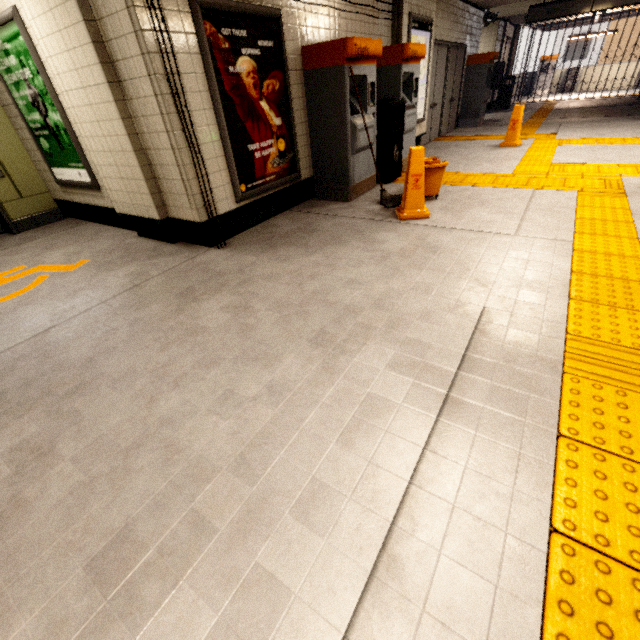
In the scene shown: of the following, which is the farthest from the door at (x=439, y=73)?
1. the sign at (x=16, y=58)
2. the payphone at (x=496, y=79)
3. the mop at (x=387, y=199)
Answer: the sign at (x=16, y=58)

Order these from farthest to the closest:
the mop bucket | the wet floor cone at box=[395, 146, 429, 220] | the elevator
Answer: the elevator, the mop bucket, the wet floor cone at box=[395, 146, 429, 220]

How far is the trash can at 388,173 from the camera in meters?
5.0

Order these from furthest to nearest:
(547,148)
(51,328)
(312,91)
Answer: (547,148), (312,91), (51,328)

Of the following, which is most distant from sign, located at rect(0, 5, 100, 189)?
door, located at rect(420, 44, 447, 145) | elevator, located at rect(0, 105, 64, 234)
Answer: door, located at rect(420, 44, 447, 145)

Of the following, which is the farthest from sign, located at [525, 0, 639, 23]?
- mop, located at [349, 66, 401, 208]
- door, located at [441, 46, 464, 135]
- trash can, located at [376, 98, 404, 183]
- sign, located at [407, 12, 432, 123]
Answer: mop, located at [349, 66, 401, 208]

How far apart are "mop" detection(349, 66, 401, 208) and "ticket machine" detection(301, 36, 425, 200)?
0.04m

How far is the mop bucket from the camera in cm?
420
